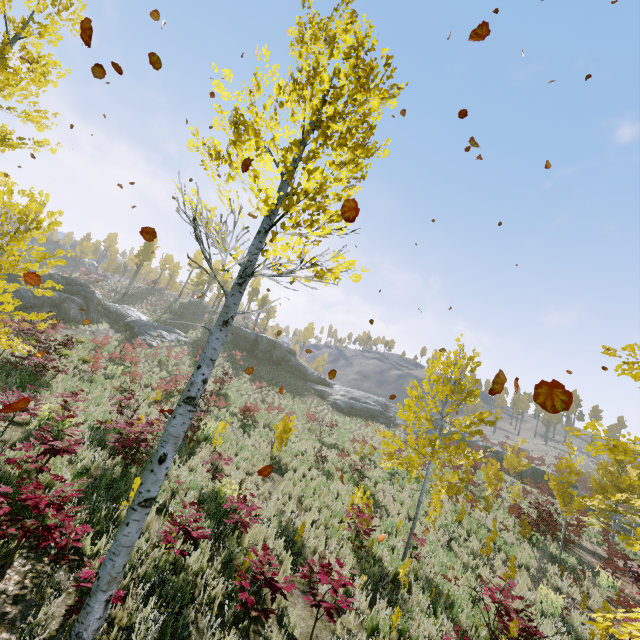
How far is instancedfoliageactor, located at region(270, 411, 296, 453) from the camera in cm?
1066

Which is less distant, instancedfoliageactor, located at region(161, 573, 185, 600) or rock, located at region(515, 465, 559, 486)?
instancedfoliageactor, located at region(161, 573, 185, 600)

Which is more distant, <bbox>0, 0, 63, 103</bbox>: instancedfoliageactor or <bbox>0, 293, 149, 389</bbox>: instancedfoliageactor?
<bbox>0, 0, 63, 103</bbox>: instancedfoliageactor

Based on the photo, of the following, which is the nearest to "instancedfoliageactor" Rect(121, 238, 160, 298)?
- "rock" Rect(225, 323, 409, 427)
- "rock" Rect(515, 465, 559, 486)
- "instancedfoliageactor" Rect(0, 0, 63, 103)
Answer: "rock" Rect(225, 323, 409, 427)

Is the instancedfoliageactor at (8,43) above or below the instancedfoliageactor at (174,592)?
above

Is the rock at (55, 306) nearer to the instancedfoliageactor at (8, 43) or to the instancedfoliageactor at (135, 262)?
the instancedfoliageactor at (8, 43)

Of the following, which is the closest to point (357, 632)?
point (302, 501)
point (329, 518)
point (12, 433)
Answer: point (329, 518)
